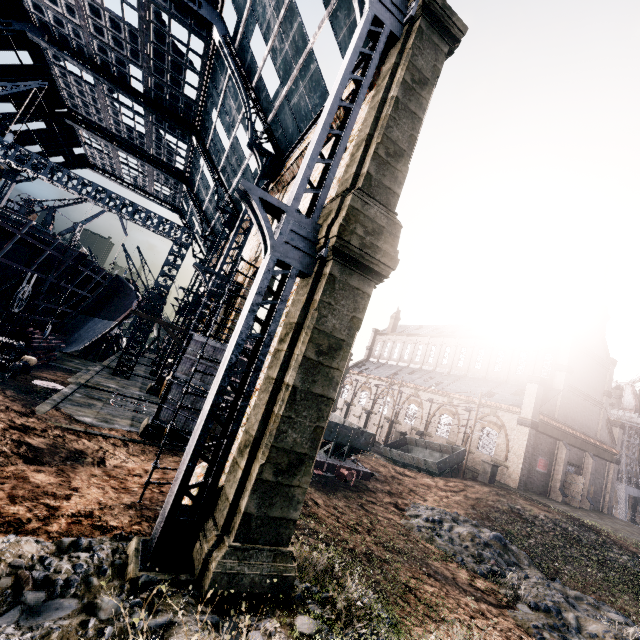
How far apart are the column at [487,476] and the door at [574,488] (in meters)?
12.62

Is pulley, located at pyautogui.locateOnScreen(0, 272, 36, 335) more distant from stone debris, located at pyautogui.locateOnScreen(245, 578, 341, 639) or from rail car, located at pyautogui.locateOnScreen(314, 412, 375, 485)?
rail car, located at pyautogui.locateOnScreen(314, 412, 375, 485)

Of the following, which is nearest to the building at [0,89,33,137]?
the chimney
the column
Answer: the chimney

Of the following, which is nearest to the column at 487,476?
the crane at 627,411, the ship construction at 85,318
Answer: the ship construction at 85,318

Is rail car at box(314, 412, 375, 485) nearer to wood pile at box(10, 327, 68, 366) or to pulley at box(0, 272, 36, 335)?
wood pile at box(10, 327, 68, 366)

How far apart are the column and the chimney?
19.2 meters

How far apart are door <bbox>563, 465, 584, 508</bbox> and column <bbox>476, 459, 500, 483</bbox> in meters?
12.6

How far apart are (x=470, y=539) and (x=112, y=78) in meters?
43.7 m
